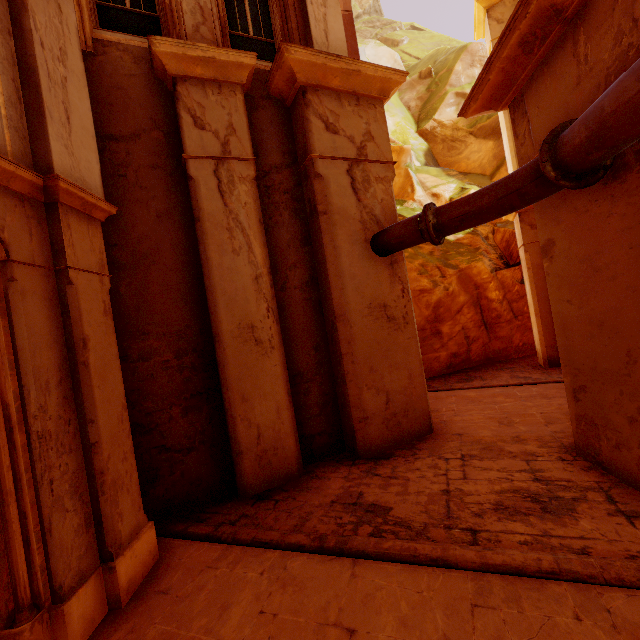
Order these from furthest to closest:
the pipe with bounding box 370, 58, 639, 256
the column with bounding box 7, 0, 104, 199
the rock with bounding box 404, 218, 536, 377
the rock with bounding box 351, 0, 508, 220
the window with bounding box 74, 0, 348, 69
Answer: the rock with bounding box 351, 0, 508, 220
the rock with bounding box 404, 218, 536, 377
the window with bounding box 74, 0, 348, 69
the column with bounding box 7, 0, 104, 199
the pipe with bounding box 370, 58, 639, 256

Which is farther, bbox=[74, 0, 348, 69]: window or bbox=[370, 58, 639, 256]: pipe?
bbox=[74, 0, 348, 69]: window

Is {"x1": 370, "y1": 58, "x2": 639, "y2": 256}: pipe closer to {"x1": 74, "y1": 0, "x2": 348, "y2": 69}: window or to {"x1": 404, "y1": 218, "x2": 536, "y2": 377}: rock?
{"x1": 74, "y1": 0, "x2": 348, "y2": 69}: window

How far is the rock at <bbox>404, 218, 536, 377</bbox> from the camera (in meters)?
12.04

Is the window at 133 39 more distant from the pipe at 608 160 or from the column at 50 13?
the pipe at 608 160

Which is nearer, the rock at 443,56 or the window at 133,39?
the window at 133,39

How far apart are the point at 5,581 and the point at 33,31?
5.4m

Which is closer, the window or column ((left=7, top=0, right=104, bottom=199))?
column ((left=7, top=0, right=104, bottom=199))
